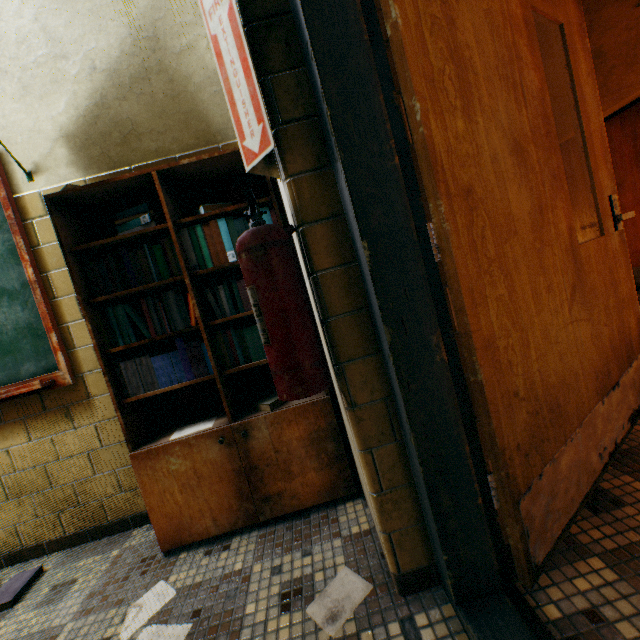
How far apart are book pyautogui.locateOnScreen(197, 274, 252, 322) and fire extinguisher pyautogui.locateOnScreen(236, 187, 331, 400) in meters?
0.5 m

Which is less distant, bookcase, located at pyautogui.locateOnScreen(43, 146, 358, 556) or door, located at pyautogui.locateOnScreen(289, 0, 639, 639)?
door, located at pyautogui.locateOnScreen(289, 0, 639, 639)

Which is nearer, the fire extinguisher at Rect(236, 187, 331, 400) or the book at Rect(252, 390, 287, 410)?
the fire extinguisher at Rect(236, 187, 331, 400)

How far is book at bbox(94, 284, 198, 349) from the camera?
1.5m

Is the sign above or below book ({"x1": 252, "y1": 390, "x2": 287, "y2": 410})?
above

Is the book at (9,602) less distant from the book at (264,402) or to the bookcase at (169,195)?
the bookcase at (169,195)

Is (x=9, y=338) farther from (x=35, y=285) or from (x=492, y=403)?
(x=492, y=403)

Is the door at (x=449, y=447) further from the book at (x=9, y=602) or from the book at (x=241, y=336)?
the book at (x=9, y=602)
